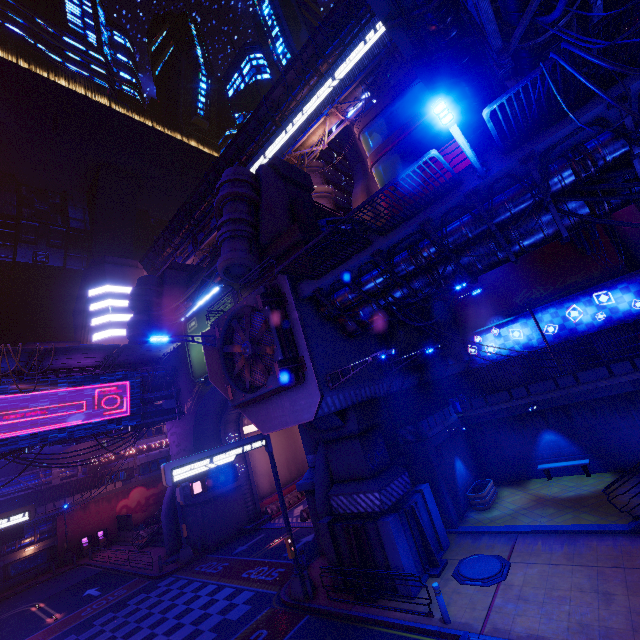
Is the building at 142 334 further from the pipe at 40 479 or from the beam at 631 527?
the beam at 631 527

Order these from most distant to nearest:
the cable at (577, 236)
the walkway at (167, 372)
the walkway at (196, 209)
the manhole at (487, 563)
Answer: the walkway at (196, 209)
the walkway at (167, 372)
the cable at (577, 236)
the manhole at (487, 563)

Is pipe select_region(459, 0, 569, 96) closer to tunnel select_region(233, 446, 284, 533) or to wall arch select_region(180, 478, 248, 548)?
wall arch select_region(180, 478, 248, 548)

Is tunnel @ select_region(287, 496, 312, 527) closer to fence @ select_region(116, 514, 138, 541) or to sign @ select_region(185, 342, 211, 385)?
sign @ select_region(185, 342, 211, 385)

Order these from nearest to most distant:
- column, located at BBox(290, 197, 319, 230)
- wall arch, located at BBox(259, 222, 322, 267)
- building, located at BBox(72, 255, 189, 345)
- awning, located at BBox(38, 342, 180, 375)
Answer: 1. wall arch, located at BBox(259, 222, 322, 267)
2. awning, located at BBox(38, 342, 180, 375)
3. column, located at BBox(290, 197, 319, 230)
4. building, located at BBox(72, 255, 189, 345)

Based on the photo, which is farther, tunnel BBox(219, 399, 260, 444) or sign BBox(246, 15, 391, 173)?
sign BBox(246, 15, 391, 173)

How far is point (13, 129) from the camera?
58.6 meters

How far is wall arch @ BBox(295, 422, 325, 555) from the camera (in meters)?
18.06
